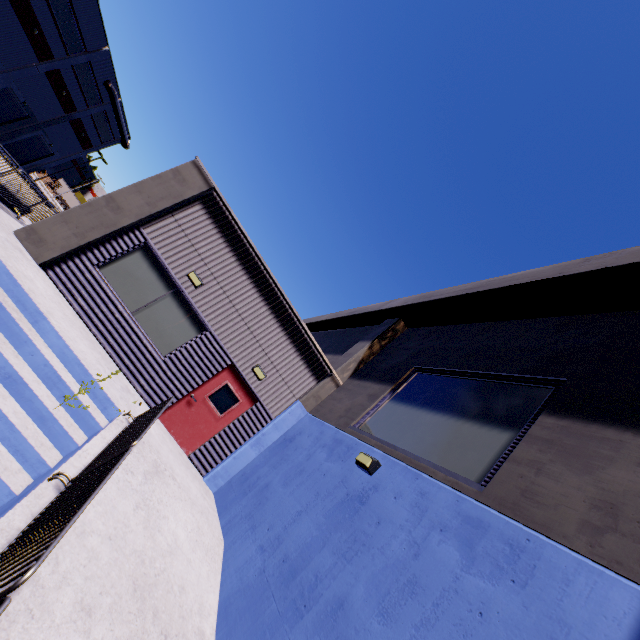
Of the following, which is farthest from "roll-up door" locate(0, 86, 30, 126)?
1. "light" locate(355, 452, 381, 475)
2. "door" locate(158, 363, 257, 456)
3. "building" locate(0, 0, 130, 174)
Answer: "light" locate(355, 452, 381, 475)

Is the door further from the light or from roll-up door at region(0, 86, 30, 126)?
roll-up door at region(0, 86, 30, 126)

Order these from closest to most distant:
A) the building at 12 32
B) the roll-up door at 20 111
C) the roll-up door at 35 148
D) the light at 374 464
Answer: the light at 374 464 < the building at 12 32 < the roll-up door at 20 111 < the roll-up door at 35 148

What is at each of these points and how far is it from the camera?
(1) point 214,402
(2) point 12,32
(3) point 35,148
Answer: (1) door, 9.6 meters
(2) building, 29.0 meters
(3) roll-up door, 42.5 meters

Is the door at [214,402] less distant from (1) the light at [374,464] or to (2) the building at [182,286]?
(2) the building at [182,286]

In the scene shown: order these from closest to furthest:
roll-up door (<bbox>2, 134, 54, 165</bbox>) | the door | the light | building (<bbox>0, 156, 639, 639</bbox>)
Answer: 1. building (<bbox>0, 156, 639, 639</bbox>)
2. the light
3. the door
4. roll-up door (<bbox>2, 134, 54, 165</bbox>)

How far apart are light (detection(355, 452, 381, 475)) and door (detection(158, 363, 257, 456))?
4.8m

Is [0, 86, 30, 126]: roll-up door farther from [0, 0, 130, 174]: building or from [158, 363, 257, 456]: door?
[158, 363, 257, 456]: door
